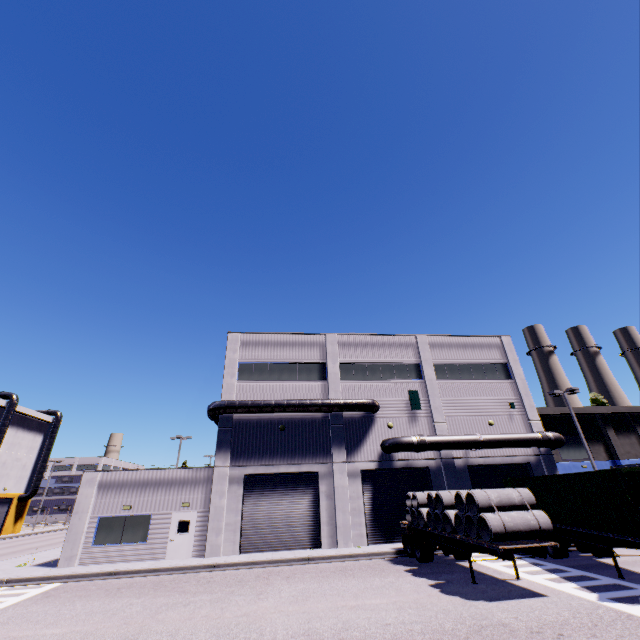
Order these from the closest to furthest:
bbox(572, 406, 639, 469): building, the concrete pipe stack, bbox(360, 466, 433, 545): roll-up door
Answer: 1. the concrete pipe stack
2. bbox(360, 466, 433, 545): roll-up door
3. bbox(572, 406, 639, 469): building

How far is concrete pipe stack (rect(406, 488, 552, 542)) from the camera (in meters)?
11.10

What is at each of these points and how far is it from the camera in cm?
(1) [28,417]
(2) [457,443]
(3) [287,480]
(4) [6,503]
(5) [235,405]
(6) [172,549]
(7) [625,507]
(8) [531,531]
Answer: (1) building, 4738
(2) pipe, 2264
(3) roll-up door, 2189
(4) roll-up door, 4416
(5) vent duct, 2244
(6) door, 1919
(7) cargo container, 1139
(8) concrete pipe stack, 1110

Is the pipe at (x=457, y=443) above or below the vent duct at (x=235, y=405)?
below

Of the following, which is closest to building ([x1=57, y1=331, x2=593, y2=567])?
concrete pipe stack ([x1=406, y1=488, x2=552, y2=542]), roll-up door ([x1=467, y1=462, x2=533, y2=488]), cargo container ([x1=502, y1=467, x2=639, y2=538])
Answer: roll-up door ([x1=467, y1=462, x2=533, y2=488])

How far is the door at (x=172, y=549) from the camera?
19.1 meters

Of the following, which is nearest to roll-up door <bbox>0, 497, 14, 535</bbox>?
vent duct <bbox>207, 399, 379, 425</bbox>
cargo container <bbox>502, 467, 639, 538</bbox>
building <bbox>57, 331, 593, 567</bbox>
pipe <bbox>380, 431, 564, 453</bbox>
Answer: building <bbox>57, 331, 593, 567</bbox>

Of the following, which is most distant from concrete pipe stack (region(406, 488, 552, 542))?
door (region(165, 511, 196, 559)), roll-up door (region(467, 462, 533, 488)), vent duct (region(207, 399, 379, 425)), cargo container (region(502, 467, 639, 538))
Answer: door (region(165, 511, 196, 559))
